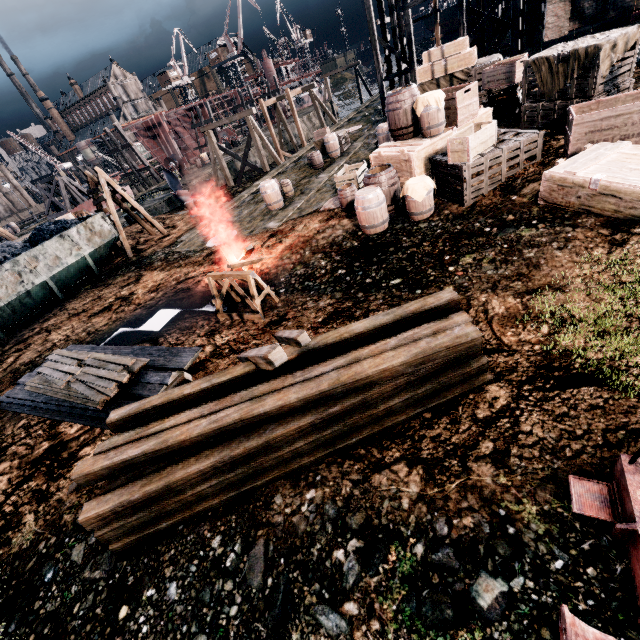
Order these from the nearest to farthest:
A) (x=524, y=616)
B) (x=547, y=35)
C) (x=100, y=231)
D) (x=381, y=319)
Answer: (x=524, y=616)
(x=381, y=319)
(x=100, y=231)
(x=547, y=35)

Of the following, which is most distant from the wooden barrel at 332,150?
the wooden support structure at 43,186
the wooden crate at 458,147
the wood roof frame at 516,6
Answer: the wooden support structure at 43,186

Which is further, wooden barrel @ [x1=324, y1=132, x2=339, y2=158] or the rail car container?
wooden barrel @ [x1=324, y1=132, x2=339, y2=158]

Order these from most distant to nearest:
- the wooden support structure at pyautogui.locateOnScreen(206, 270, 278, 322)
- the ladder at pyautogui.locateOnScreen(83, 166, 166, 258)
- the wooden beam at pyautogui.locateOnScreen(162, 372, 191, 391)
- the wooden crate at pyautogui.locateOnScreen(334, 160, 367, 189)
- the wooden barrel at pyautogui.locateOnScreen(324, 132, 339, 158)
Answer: the wooden barrel at pyautogui.locateOnScreen(324, 132, 339, 158) < the ladder at pyautogui.locateOnScreen(83, 166, 166, 258) < the wooden crate at pyautogui.locateOnScreen(334, 160, 367, 189) < the wooden support structure at pyautogui.locateOnScreen(206, 270, 278, 322) < the wooden beam at pyautogui.locateOnScreen(162, 372, 191, 391)

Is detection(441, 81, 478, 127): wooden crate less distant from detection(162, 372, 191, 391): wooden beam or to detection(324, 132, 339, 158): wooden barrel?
detection(162, 372, 191, 391): wooden beam

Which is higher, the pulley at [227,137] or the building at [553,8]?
the building at [553,8]

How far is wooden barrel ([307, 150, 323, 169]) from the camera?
19.9m

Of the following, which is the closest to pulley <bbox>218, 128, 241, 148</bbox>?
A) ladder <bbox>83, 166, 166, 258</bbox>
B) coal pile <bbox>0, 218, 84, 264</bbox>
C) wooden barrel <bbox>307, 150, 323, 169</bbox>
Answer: wooden barrel <bbox>307, 150, 323, 169</bbox>
